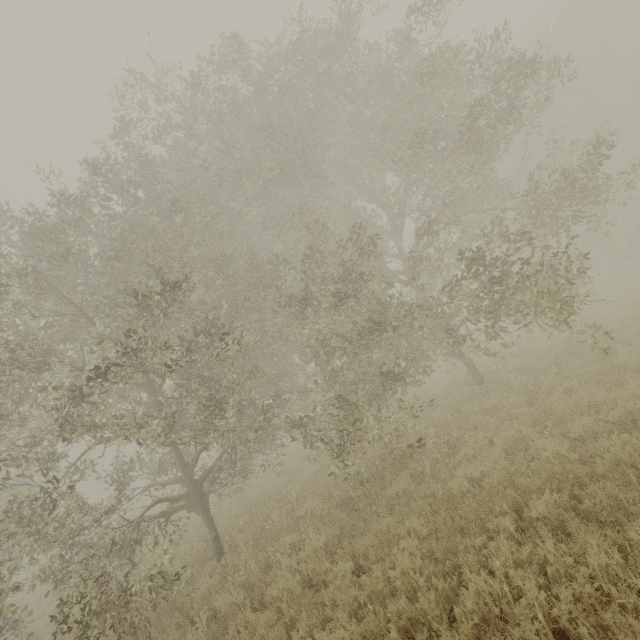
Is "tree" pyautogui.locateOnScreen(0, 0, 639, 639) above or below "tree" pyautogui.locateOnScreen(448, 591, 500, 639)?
above

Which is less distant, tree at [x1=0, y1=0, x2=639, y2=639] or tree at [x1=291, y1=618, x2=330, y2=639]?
tree at [x1=291, y1=618, x2=330, y2=639]

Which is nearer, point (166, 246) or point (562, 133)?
point (166, 246)

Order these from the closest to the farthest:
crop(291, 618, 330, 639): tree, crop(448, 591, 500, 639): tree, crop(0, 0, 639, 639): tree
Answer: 1. crop(448, 591, 500, 639): tree
2. crop(291, 618, 330, 639): tree
3. crop(0, 0, 639, 639): tree

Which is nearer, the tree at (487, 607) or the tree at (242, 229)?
the tree at (487, 607)
